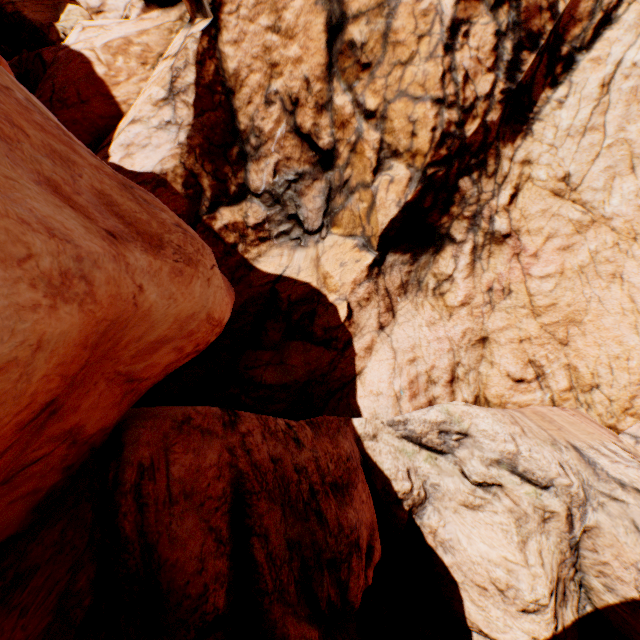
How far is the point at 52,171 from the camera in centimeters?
388cm
